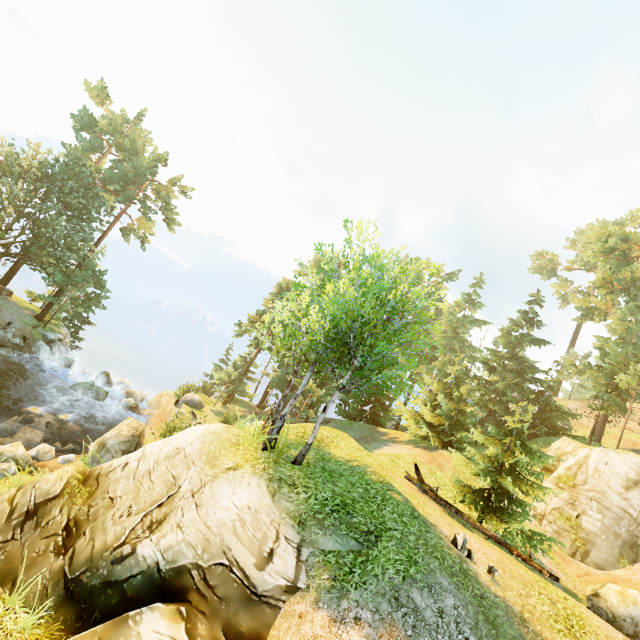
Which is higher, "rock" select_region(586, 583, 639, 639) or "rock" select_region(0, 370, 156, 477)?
"rock" select_region(586, 583, 639, 639)

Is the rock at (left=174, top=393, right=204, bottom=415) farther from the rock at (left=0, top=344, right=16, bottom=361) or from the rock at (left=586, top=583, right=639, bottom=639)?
the rock at (left=586, top=583, right=639, bottom=639)

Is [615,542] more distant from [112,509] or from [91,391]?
[91,391]

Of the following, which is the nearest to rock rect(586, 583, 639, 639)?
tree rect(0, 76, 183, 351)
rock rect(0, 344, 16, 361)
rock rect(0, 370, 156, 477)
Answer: tree rect(0, 76, 183, 351)

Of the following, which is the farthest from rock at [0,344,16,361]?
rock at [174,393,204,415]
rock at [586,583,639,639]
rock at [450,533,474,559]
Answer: rock at [586,583,639,639]

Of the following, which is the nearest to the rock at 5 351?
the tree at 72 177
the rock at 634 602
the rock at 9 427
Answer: the tree at 72 177

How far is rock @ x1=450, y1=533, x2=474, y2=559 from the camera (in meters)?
9.29

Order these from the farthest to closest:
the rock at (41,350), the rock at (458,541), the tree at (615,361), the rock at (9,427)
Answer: the rock at (41,350) < the rock at (9,427) < the tree at (615,361) < the rock at (458,541)
